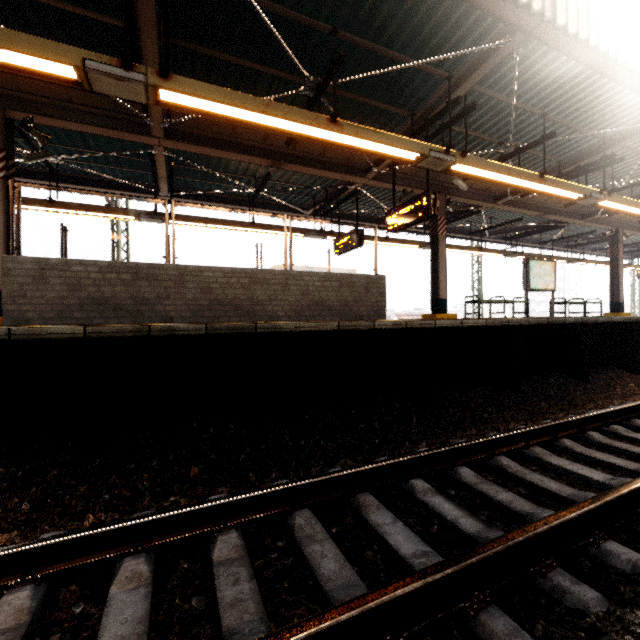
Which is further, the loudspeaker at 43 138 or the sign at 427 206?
the sign at 427 206

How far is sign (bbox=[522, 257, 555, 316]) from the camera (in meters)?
11.01

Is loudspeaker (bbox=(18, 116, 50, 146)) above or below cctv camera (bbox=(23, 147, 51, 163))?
below

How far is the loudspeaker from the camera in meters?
5.5 m

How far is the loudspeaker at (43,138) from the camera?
5.5m

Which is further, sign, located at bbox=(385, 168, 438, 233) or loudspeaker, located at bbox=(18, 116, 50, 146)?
sign, located at bbox=(385, 168, 438, 233)

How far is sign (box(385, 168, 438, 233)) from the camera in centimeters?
662cm

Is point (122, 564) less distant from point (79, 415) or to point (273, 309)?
point (79, 415)
